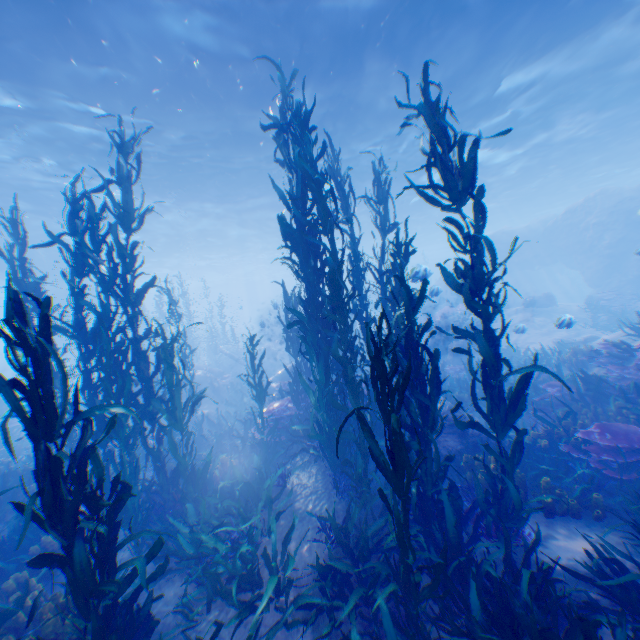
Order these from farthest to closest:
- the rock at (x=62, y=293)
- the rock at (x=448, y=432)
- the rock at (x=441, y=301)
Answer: the rock at (x=62, y=293) → the rock at (x=441, y=301) → the rock at (x=448, y=432)

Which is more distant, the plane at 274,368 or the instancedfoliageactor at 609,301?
the plane at 274,368

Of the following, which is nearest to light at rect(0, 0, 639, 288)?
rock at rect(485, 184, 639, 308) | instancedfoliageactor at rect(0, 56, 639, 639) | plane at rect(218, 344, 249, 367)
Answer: rock at rect(485, 184, 639, 308)

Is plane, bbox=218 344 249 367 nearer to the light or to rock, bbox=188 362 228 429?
rock, bbox=188 362 228 429

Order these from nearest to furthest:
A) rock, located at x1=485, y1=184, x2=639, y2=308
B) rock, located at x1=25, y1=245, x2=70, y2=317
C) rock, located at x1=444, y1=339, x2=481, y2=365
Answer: rock, located at x1=444, y1=339, x2=481, y2=365
rock, located at x1=485, y1=184, x2=639, y2=308
rock, located at x1=25, y1=245, x2=70, y2=317

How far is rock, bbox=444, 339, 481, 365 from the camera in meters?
17.2

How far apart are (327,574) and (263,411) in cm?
536
